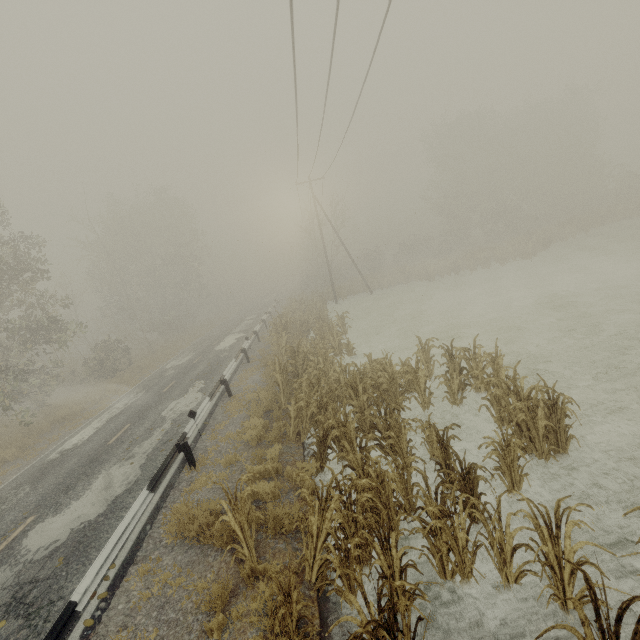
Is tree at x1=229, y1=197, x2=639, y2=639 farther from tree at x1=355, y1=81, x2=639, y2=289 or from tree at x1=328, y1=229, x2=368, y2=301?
tree at x1=355, y1=81, x2=639, y2=289

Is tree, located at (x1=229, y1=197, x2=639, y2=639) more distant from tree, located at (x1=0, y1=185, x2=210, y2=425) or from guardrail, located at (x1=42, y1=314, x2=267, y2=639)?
tree, located at (x1=0, y1=185, x2=210, y2=425)

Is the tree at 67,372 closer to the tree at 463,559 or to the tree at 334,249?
the tree at 334,249

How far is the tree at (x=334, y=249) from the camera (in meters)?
34.06

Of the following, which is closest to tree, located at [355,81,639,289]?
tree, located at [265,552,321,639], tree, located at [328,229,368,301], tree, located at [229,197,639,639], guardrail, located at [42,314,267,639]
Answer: tree, located at [328,229,368,301]

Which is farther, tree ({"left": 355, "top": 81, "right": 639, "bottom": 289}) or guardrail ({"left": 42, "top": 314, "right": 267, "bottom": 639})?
tree ({"left": 355, "top": 81, "right": 639, "bottom": 289})

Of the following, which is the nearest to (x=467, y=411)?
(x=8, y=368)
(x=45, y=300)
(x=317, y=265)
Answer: (x=8, y=368)

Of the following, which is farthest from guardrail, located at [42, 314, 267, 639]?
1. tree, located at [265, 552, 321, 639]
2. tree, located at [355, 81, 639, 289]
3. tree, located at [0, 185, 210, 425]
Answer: tree, located at [355, 81, 639, 289]
